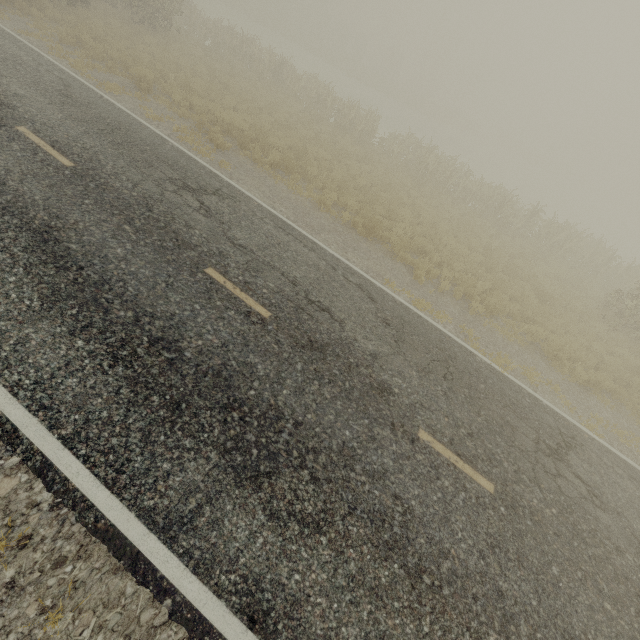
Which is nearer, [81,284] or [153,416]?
[153,416]
